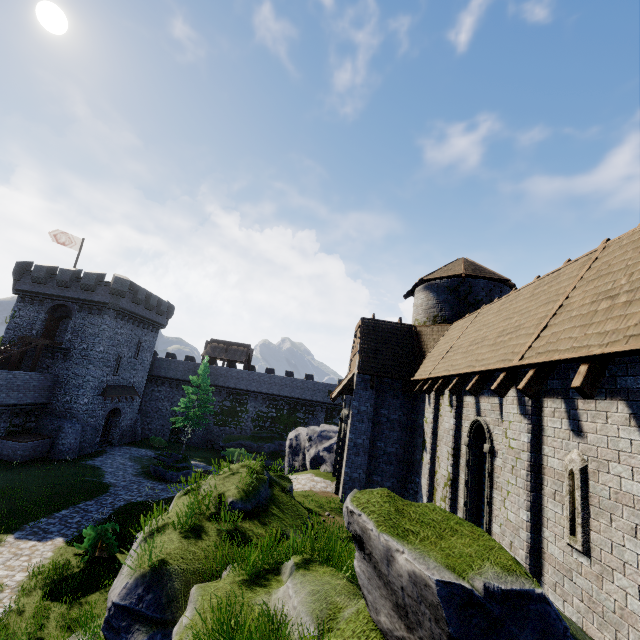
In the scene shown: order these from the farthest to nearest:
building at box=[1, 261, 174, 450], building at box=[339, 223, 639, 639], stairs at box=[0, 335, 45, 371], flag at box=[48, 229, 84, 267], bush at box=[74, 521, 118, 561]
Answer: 1. flag at box=[48, 229, 84, 267]
2. building at box=[1, 261, 174, 450]
3. stairs at box=[0, 335, 45, 371]
4. bush at box=[74, 521, 118, 561]
5. building at box=[339, 223, 639, 639]

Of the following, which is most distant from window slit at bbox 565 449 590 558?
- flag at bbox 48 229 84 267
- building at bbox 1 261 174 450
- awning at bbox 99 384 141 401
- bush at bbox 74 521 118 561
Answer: flag at bbox 48 229 84 267

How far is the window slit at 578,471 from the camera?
5.19m

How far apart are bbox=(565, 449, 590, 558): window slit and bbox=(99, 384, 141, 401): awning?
36.4 meters

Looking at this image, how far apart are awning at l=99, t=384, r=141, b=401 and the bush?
19.4 meters

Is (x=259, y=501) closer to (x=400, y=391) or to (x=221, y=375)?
(x=400, y=391)

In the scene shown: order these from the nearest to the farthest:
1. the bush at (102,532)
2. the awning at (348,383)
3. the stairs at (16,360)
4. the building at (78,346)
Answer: the bush at (102,532) → the awning at (348,383) → the stairs at (16,360) → the building at (78,346)

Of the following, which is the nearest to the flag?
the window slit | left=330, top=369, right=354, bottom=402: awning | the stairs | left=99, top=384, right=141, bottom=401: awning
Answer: the stairs
